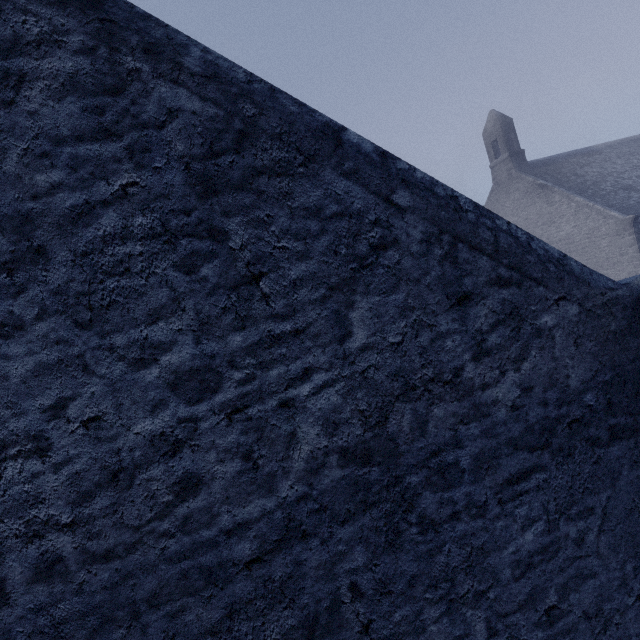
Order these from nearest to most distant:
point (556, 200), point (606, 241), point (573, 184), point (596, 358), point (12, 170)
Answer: point (12, 170), point (596, 358), point (606, 241), point (556, 200), point (573, 184)
